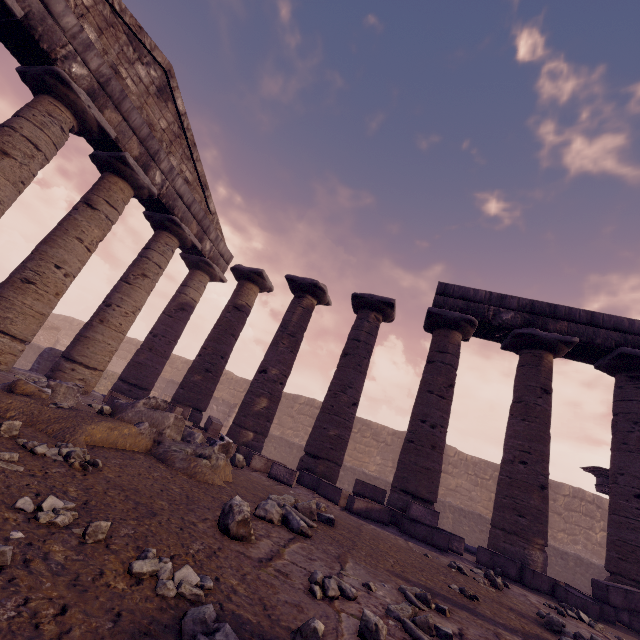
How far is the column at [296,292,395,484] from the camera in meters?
8.1

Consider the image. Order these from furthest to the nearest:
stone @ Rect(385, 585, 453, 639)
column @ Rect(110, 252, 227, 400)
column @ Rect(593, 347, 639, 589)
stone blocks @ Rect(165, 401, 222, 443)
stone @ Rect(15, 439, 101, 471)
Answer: column @ Rect(110, 252, 227, 400) → stone blocks @ Rect(165, 401, 222, 443) → column @ Rect(593, 347, 639, 589) → stone @ Rect(15, 439, 101, 471) → stone @ Rect(385, 585, 453, 639)

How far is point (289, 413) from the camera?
22.2 meters

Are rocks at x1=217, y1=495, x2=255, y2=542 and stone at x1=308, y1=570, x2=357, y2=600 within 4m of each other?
yes

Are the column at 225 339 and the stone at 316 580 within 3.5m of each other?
no

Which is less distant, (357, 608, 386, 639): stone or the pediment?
(357, 608, 386, 639): stone

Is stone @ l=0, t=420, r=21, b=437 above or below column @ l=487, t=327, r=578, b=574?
below

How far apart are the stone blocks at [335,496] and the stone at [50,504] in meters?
5.1 m
